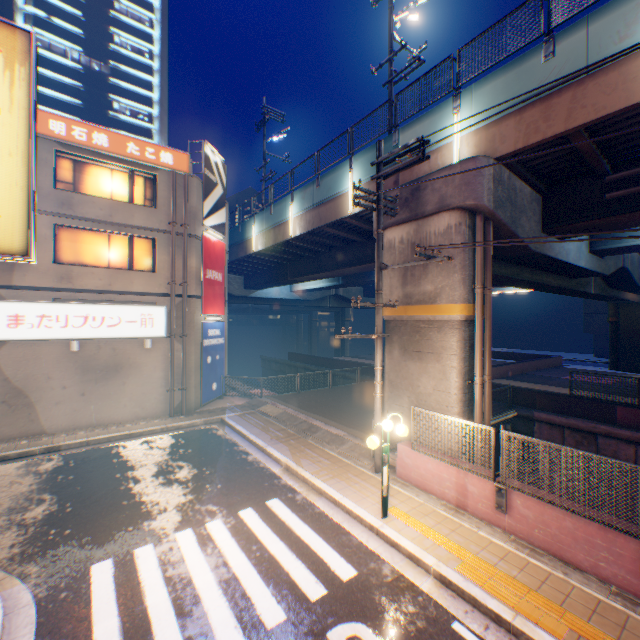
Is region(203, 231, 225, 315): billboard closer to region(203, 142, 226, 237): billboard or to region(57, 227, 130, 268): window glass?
region(203, 142, 226, 237): billboard

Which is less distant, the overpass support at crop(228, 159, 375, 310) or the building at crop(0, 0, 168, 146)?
the overpass support at crop(228, 159, 375, 310)

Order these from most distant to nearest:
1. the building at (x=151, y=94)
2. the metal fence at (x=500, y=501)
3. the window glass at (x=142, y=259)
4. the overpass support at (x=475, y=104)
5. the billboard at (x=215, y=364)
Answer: the building at (x=151, y=94) < the billboard at (x=215, y=364) < the window glass at (x=142, y=259) < the overpass support at (x=475, y=104) < the metal fence at (x=500, y=501)

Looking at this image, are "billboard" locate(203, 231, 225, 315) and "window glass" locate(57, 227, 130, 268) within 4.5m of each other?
yes

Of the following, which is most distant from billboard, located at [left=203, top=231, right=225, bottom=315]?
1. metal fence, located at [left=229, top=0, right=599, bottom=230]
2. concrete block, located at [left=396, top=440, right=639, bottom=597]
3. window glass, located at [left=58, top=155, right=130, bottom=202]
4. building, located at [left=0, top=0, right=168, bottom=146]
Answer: building, located at [left=0, top=0, right=168, bottom=146]

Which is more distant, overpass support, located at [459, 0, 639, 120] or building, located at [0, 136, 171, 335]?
building, located at [0, 136, 171, 335]

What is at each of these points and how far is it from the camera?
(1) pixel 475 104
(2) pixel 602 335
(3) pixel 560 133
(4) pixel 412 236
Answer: (1) overpass support, 9.75m
(2) building, 42.34m
(3) overpass support, 8.05m
(4) overpass support, 10.71m

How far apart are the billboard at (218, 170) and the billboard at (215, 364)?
4.8 meters
